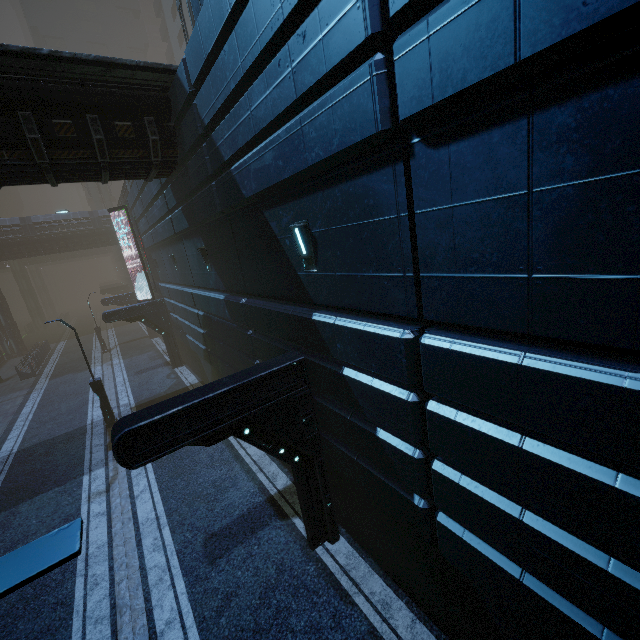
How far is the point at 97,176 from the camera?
9.71m

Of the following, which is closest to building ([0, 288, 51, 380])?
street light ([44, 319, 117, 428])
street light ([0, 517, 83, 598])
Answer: street light ([0, 517, 83, 598])

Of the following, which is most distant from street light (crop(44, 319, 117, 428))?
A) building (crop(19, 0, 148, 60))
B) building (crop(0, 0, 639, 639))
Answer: building (crop(19, 0, 148, 60))

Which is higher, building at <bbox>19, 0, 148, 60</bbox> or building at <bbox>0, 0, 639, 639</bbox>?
building at <bbox>19, 0, 148, 60</bbox>

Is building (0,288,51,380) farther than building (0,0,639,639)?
Yes

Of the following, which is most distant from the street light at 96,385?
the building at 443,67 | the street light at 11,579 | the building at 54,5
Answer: the building at 54,5

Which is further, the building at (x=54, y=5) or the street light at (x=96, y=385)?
the building at (x=54, y=5)

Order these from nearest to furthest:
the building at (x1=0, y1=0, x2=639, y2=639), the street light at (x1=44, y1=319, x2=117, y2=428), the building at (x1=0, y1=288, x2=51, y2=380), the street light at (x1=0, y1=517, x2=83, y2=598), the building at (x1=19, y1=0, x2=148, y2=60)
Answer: the street light at (x1=0, y1=517, x2=83, y2=598), the building at (x1=0, y1=0, x2=639, y2=639), the street light at (x1=44, y1=319, x2=117, y2=428), the building at (x1=0, y1=288, x2=51, y2=380), the building at (x1=19, y1=0, x2=148, y2=60)
